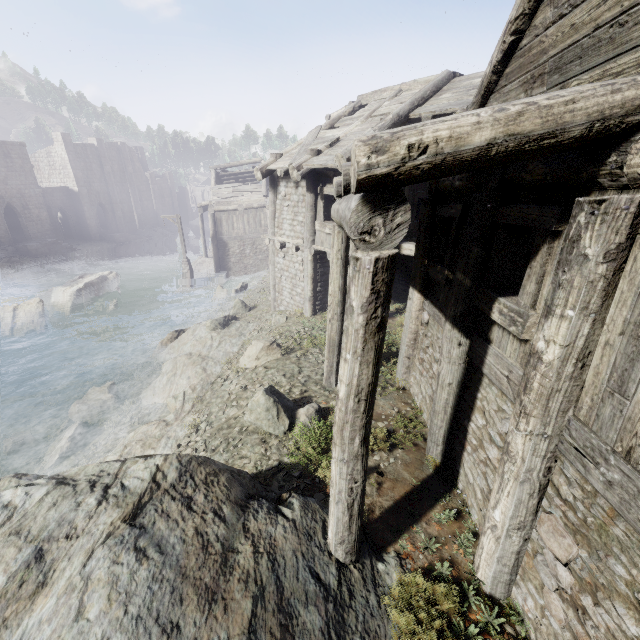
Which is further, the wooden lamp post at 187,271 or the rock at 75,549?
the wooden lamp post at 187,271

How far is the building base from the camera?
26.8m

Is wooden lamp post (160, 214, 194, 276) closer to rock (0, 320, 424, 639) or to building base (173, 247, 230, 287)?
building base (173, 247, 230, 287)

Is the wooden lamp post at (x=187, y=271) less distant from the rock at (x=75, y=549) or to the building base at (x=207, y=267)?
the building base at (x=207, y=267)

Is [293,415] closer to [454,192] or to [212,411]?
[212,411]

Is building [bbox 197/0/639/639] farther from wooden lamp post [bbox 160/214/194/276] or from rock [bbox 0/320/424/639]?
wooden lamp post [bbox 160/214/194/276]

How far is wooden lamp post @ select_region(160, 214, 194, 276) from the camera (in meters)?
25.52
